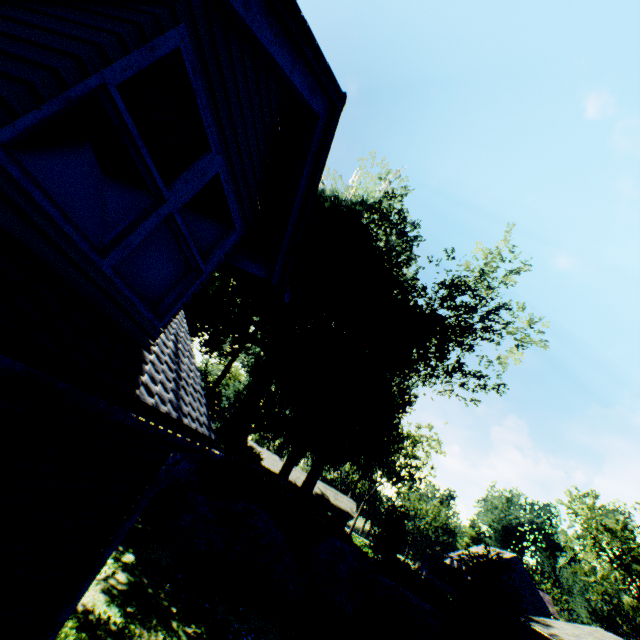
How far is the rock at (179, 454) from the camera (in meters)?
13.14

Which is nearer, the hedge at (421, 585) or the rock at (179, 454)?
the rock at (179, 454)

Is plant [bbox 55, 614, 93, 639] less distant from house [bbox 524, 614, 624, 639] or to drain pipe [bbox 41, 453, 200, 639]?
drain pipe [bbox 41, 453, 200, 639]

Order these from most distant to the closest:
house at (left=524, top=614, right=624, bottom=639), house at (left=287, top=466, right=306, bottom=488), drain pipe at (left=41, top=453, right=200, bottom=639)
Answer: house at (left=287, top=466, right=306, bottom=488) → house at (left=524, top=614, right=624, bottom=639) → drain pipe at (left=41, top=453, right=200, bottom=639)

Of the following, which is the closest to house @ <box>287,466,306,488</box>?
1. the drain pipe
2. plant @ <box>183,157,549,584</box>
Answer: plant @ <box>183,157,549,584</box>

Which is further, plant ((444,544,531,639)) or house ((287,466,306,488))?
house ((287,466,306,488))

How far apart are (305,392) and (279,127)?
33.88m

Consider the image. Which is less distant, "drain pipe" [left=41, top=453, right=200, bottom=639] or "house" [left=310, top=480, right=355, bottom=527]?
"drain pipe" [left=41, top=453, right=200, bottom=639]
